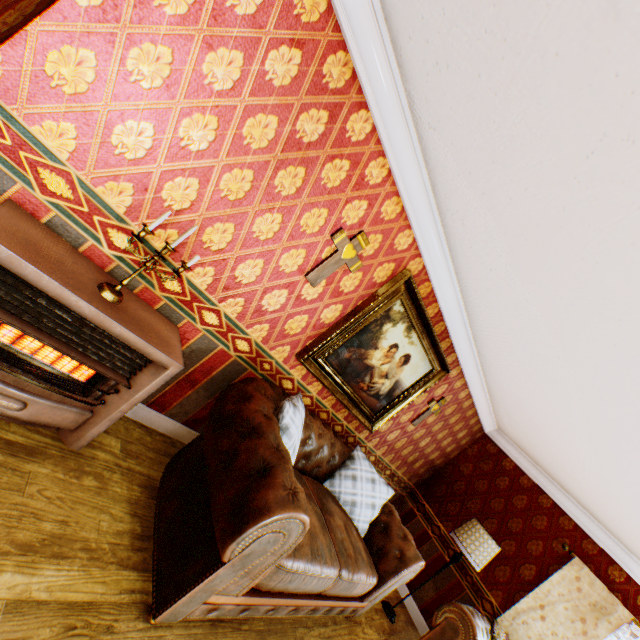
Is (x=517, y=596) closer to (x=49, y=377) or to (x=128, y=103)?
(x=49, y=377)

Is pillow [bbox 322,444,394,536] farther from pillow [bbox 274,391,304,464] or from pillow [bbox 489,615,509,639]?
pillow [bbox 489,615,509,639]

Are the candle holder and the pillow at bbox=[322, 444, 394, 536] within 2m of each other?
no

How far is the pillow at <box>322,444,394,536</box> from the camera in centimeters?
358cm

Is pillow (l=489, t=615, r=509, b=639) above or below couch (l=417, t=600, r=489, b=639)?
→ above

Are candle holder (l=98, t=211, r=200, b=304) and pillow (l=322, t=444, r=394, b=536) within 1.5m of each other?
no

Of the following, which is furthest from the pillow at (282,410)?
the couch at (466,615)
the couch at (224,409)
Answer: the couch at (466,615)

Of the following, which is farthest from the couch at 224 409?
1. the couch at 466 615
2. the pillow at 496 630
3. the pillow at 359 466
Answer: the pillow at 496 630
